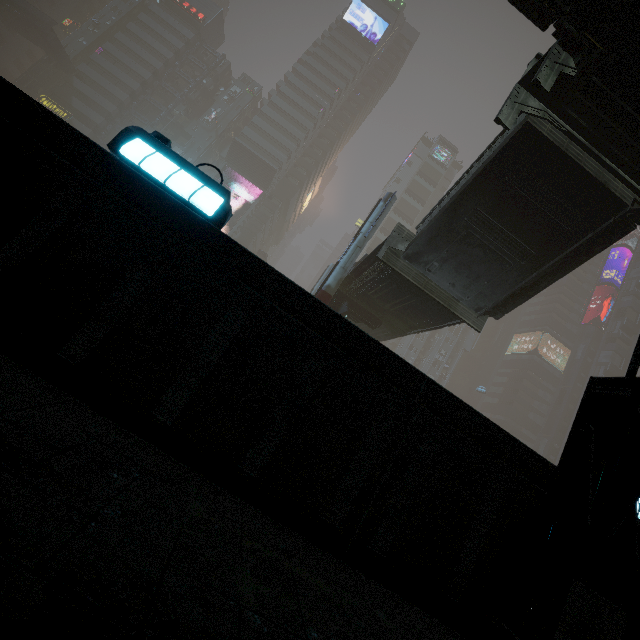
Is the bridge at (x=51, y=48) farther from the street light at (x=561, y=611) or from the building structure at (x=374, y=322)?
the street light at (x=561, y=611)

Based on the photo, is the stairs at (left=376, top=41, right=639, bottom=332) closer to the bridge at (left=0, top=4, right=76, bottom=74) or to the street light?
the street light

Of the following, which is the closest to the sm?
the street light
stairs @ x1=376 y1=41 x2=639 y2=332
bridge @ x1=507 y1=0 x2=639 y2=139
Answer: bridge @ x1=507 y1=0 x2=639 y2=139

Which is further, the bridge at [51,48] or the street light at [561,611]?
the bridge at [51,48]

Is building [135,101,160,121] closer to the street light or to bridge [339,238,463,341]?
the street light

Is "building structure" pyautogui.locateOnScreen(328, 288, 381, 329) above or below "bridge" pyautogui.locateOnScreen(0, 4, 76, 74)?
below

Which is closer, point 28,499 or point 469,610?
point 28,499

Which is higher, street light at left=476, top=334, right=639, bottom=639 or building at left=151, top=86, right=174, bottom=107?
building at left=151, top=86, right=174, bottom=107
